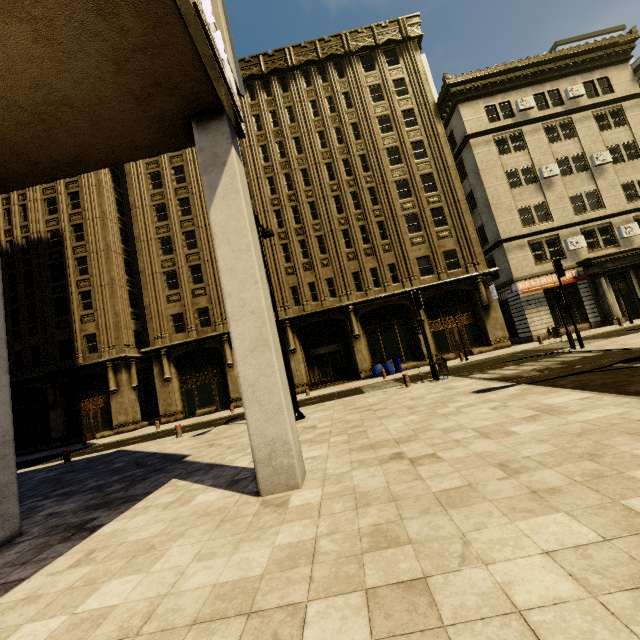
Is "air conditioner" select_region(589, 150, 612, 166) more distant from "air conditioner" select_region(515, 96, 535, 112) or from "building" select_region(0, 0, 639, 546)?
"air conditioner" select_region(515, 96, 535, 112)

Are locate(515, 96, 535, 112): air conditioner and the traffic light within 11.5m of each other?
no

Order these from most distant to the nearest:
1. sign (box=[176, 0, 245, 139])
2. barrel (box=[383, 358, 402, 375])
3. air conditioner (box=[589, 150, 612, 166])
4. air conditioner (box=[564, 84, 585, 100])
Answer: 1. air conditioner (box=[564, 84, 585, 100])
2. air conditioner (box=[589, 150, 612, 166])
3. barrel (box=[383, 358, 402, 375])
4. sign (box=[176, 0, 245, 139])

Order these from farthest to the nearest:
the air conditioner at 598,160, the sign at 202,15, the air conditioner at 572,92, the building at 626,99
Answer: the air conditioner at 572,92 < the air conditioner at 598,160 < the building at 626,99 < the sign at 202,15

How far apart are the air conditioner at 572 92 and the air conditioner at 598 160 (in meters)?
5.02

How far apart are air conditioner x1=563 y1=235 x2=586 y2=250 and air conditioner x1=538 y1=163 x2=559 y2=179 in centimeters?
503cm

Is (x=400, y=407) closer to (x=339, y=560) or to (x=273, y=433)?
(x=273, y=433)

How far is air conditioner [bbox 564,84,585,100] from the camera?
25.4m
